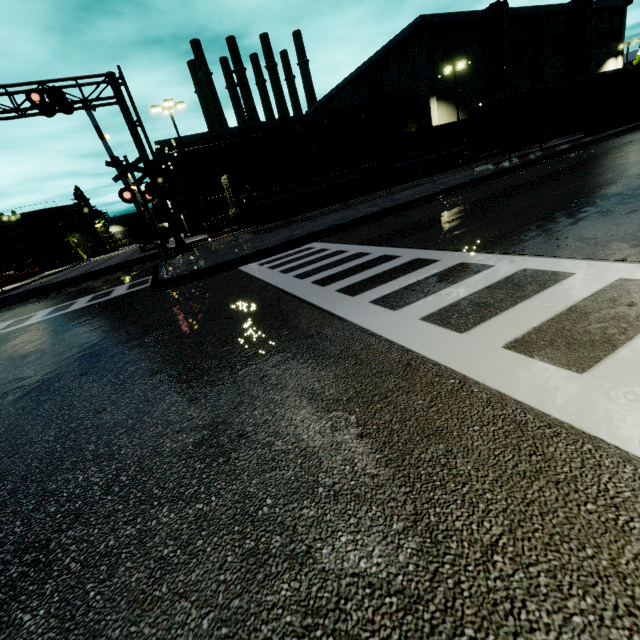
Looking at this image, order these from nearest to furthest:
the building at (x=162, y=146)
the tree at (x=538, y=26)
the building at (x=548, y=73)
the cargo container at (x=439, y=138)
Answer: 1. the cargo container at (x=439, y=138)
2. the building at (x=162, y=146)
3. the building at (x=548, y=73)
4. the tree at (x=538, y=26)

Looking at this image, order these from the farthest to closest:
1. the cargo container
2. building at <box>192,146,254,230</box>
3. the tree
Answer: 1. the tree
2. building at <box>192,146,254,230</box>
3. the cargo container

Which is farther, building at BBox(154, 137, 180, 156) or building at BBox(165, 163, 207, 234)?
building at BBox(165, 163, 207, 234)

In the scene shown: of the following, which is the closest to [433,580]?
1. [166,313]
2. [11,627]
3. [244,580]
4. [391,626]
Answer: [391,626]

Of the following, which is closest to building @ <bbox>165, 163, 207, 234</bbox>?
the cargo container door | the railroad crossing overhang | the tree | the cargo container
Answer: the tree

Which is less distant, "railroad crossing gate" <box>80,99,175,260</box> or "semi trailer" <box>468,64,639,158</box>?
"railroad crossing gate" <box>80,99,175,260</box>

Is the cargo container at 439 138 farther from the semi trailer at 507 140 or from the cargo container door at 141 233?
the semi trailer at 507 140

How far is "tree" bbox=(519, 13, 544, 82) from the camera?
42.16m
